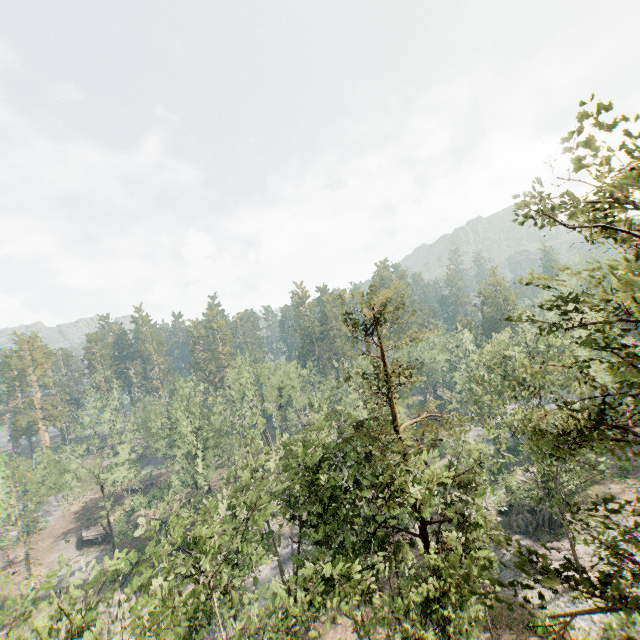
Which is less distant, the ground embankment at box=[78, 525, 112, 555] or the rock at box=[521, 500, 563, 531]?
the rock at box=[521, 500, 563, 531]

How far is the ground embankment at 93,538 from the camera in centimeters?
5125cm

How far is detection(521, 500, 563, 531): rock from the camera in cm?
3250

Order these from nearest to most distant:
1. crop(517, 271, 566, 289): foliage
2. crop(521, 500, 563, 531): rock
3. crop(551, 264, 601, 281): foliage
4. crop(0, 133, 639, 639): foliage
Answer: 1. crop(0, 133, 639, 639): foliage
2. crop(551, 264, 601, 281): foliage
3. crop(517, 271, 566, 289): foliage
4. crop(521, 500, 563, 531): rock

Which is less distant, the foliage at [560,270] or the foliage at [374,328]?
the foliage at [374,328]

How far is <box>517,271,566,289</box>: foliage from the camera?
9.0m

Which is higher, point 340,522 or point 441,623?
point 340,522

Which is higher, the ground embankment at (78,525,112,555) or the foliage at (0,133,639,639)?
the foliage at (0,133,639,639)
